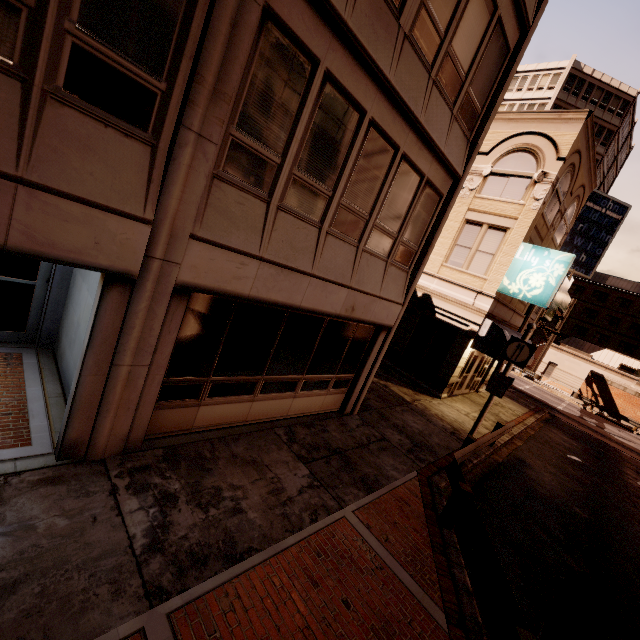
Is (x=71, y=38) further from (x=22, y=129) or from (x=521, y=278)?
(x=521, y=278)

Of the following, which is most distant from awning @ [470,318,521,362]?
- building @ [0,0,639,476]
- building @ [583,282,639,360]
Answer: building @ [583,282,639,360]

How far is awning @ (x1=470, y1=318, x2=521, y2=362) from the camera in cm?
1404

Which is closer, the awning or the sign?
the sign

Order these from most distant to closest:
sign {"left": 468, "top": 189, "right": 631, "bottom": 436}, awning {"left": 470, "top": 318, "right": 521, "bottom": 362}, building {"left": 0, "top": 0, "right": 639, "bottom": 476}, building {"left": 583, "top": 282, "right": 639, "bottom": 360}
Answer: building {"left": 583, "top": 282, "right": 639, "bottom": 360} → awning {"left": 470, "top": 318, "right": 521, "bottom": 362} → sign {"left": 468, "top": 189, "right": 631, "bottom": 436} → building {"left": 0, "top": 0, "right": 639, "bottom": 476}

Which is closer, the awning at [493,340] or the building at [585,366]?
the awning at [493,340]

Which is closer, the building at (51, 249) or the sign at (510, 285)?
the building at (51, 249)

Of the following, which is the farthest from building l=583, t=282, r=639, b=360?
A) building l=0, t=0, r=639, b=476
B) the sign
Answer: building l=0, t=0, r=639, b=476
